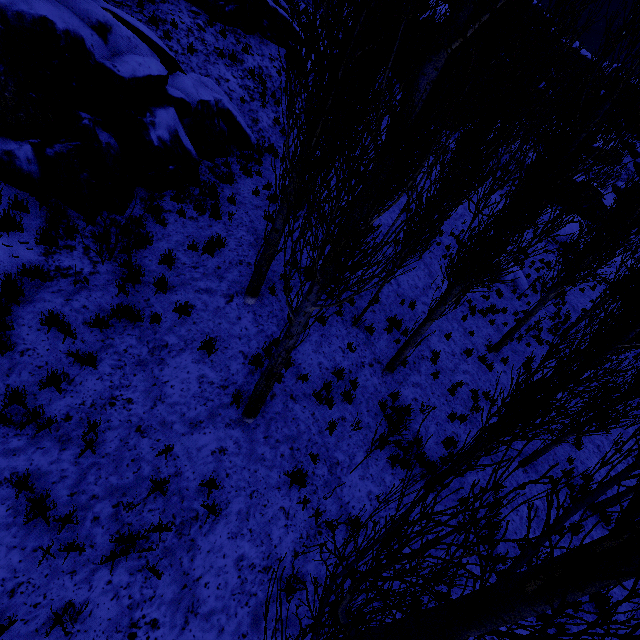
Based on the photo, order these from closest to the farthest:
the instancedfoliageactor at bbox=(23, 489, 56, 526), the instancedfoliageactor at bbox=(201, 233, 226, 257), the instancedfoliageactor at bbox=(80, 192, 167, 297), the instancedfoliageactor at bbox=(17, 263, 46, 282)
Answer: the instancedfoliageactor at bbox=(23, 489, 56, 526) < the instancedfoliageactor at bbox=(17, 263, 46, 282) < the instancedfoliageactor at bbox=(80, 192, 167, 297) < the instancedfoliageactor at bbox=(201, 233, 226, 257)

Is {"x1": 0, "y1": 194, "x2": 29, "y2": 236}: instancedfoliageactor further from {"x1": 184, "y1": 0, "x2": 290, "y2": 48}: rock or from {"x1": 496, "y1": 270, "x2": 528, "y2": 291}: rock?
{"x1": 496, "y1": 270, "x2": 528, "y2": 291}: rock

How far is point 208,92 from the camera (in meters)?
10.21

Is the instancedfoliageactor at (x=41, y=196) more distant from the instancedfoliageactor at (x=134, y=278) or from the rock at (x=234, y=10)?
the instancedfoliageactor at (x=134, y=278)

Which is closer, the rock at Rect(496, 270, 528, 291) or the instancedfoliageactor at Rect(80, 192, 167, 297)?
the instancedfoliageactor at Rect(80, 192, 167, 297)

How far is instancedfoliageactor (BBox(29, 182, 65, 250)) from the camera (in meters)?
5.84

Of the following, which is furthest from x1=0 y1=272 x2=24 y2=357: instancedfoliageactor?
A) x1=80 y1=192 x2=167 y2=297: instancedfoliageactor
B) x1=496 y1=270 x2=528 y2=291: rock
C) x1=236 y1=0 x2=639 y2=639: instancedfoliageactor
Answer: x1=496 y1=270 x2=528 y2=291: rock

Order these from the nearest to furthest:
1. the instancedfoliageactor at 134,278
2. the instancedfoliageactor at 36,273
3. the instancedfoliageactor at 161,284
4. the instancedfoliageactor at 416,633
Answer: the instancedfoliageactor at 416,633 < the instancedfoliageactor at 36,273 < the instancedfoliageactor at 134,278 < the instancedfoliageactor at 161,284
